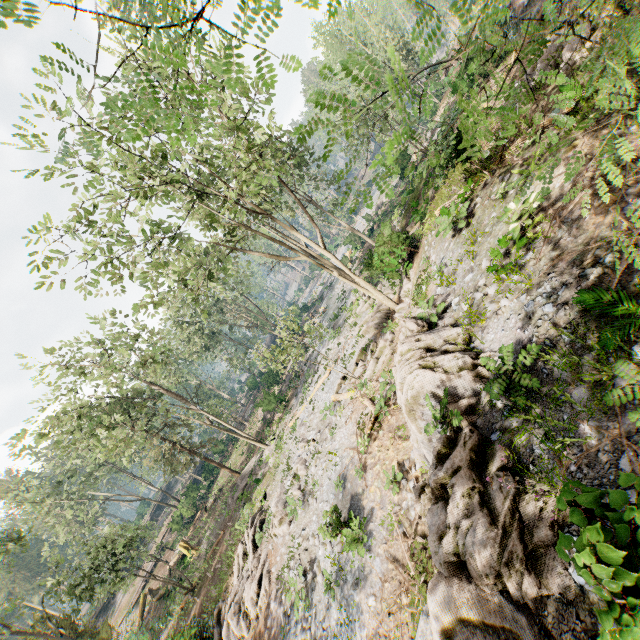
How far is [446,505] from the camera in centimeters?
Answer: 559cm

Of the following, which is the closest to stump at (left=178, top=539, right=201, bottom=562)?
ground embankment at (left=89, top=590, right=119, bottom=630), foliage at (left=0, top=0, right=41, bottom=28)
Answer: foliage at (left=0, top=0, right=41, bottom=28)

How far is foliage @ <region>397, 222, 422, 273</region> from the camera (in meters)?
18.80

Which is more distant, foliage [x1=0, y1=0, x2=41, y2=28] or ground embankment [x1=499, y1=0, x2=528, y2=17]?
ground embankment [x1=499, y1=0, x2=528, y2=17]

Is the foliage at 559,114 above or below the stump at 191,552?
above

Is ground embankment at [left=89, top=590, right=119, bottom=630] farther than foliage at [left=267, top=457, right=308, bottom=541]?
Yes

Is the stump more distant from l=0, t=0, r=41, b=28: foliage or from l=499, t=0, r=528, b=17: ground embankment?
l=499, t=0, r=528, b=17: ground embankment

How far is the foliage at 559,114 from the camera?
1.3m
